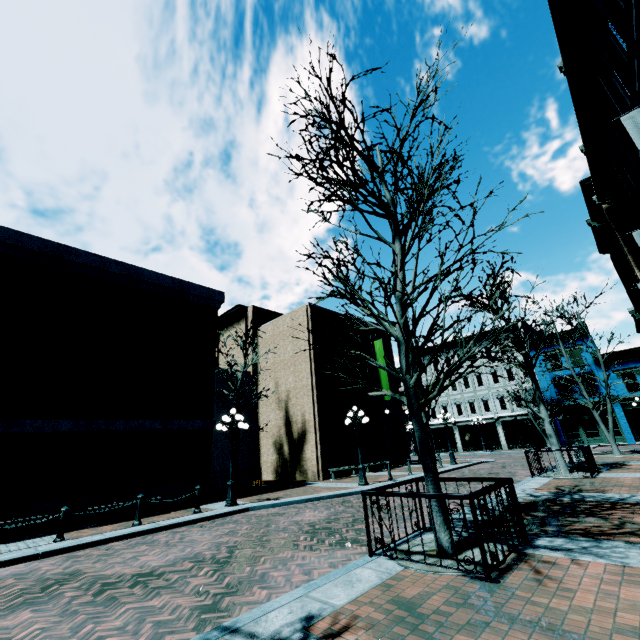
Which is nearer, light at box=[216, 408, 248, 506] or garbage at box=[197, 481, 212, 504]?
light at box=[216, 408, 248, 506]

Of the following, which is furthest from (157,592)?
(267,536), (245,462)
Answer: (245,462)

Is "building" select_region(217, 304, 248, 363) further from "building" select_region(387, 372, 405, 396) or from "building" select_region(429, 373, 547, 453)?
"building" select_region(429, 373, 547, 453)

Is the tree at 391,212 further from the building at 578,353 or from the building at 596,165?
the building at 578,353

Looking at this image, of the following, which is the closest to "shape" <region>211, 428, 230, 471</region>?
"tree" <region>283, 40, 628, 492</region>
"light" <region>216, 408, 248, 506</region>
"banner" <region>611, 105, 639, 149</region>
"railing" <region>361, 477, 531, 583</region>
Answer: "light" <region>216, 408, 248, 506</region>

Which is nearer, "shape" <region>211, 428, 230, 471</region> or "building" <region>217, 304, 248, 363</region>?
"shape" <region>211, 428, 230, 471</region>

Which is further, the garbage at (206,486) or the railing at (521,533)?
the garbage at (206,486)

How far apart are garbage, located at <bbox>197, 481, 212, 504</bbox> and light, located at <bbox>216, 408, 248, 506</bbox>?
1.6m
